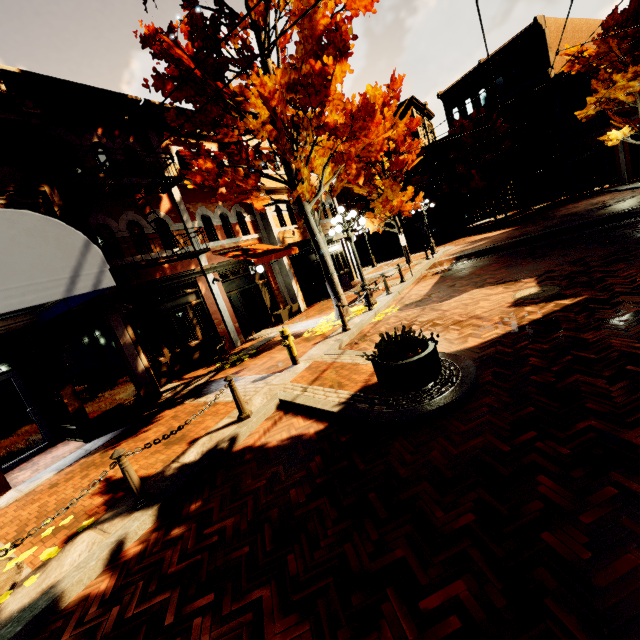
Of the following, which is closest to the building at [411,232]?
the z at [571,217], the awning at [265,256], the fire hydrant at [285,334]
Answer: the awning at [265,256]

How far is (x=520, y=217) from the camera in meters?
26.7 m

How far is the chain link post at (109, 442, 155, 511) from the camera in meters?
4.2

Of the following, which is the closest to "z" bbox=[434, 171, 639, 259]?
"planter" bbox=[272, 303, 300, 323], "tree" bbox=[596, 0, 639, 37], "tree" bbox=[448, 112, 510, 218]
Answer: "tree" bbox=[448, 112, 510, 218]

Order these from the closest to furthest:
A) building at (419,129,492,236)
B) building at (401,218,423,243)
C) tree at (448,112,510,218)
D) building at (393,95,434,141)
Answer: tree at (448,112,510,218)
building at (419,129,492,236)
building at (393,95,434,141)
building at (401,218,423,243)

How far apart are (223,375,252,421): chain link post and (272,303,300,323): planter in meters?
8.6 m

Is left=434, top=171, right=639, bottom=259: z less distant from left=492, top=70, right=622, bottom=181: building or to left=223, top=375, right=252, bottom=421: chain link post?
left=492, top=70, right=622, bottom=181: building

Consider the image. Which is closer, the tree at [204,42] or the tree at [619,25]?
the tree at [204,42]
